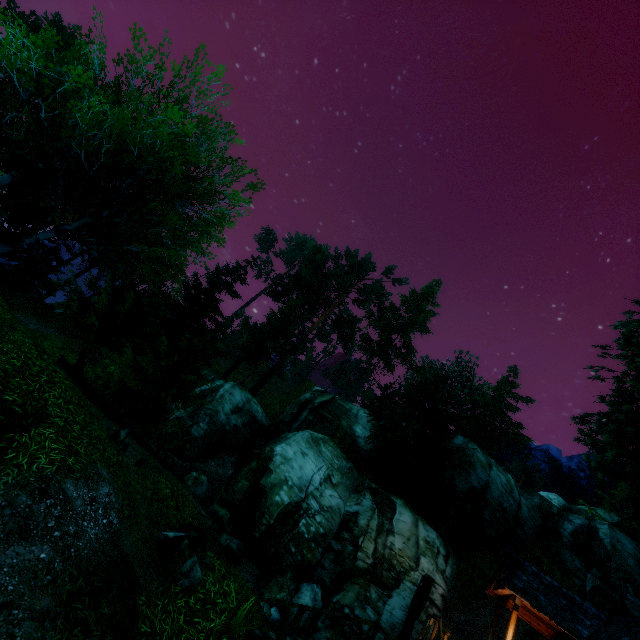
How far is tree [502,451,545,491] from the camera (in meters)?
53.03

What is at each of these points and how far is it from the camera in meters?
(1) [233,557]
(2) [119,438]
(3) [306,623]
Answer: (1) rock, 13.2
(2) rock, 9.1
(3) rock, 13.0

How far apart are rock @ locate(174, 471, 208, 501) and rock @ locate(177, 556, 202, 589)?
9.16m

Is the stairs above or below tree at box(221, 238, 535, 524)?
below

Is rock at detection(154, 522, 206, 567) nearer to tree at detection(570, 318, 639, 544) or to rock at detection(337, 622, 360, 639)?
tree at detection(570, 318, 639, 544)

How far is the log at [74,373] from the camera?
13.12m

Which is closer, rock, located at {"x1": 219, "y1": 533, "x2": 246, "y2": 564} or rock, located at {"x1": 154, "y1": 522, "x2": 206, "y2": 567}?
rock, located at {"x1": 154, "y1": 522, "x2": 206, "y2": 567}

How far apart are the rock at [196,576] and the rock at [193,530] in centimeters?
33cm
